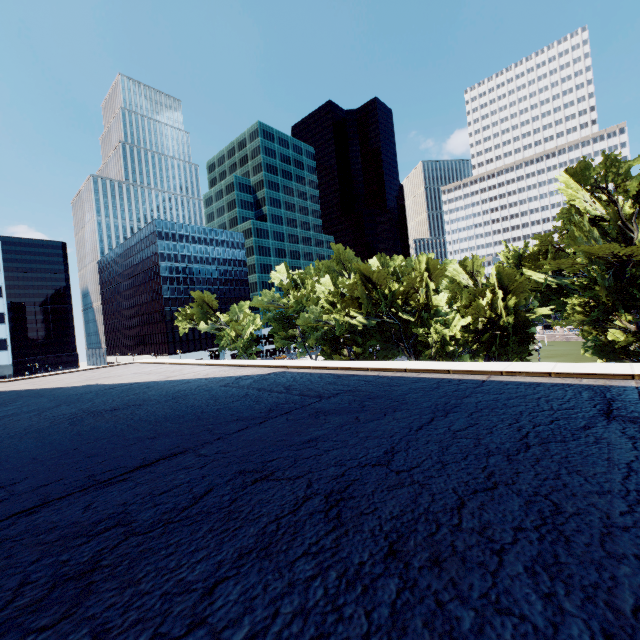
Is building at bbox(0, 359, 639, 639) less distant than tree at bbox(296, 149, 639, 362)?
Yes

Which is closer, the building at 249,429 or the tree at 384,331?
the building at 249,429

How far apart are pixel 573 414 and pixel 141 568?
5.04m
